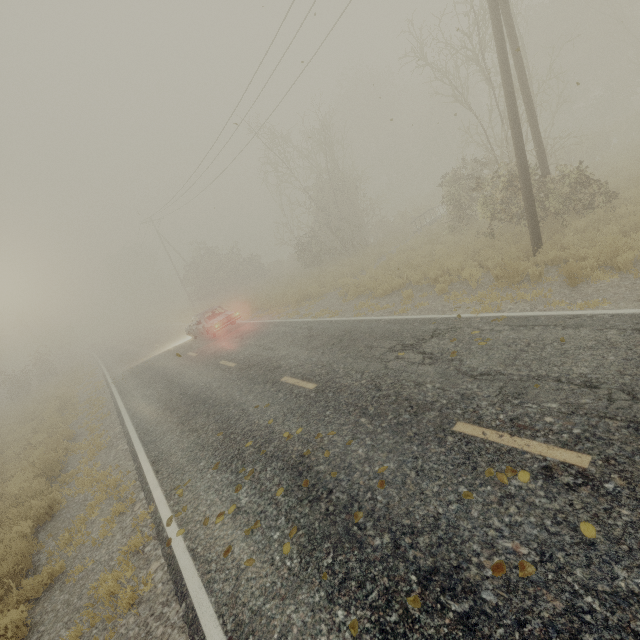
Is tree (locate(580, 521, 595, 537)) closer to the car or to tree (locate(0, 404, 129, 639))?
tree (locate(0, 404, 129, 639))

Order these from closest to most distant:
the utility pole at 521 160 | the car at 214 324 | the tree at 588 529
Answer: the tree at 588 529, the utility pole at 521 160, the car at 214 324

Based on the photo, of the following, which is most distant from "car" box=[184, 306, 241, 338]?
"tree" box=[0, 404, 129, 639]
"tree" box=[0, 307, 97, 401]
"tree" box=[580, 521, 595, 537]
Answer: "tree" box=[580, 521, 595, 537]

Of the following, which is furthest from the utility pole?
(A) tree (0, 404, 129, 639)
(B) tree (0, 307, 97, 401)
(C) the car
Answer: (B) tree (0, 307, 97, 401)

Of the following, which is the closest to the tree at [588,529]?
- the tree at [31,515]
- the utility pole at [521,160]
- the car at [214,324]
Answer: the utility pole at [521,160]

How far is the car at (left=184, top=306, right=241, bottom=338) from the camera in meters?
16.9 m

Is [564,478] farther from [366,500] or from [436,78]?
[436,78]
